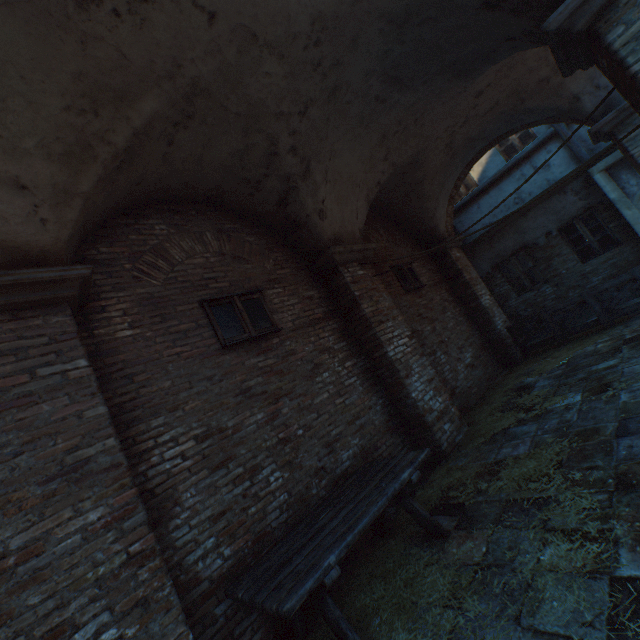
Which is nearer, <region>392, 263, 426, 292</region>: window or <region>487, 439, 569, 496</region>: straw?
<region>487, 439, 569, 496</region>: straw

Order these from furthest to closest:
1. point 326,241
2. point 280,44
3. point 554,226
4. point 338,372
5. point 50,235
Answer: point 554,226 → point 326,241 → point 338,372 → point 280,44 → point 50,235

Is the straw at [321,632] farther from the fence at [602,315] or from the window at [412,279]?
the fence at [602,315]

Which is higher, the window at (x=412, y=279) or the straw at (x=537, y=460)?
the window at (x=412, y=279)

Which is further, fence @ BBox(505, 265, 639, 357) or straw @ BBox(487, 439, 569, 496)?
fence @ BBox(505, 265, 639, 357)

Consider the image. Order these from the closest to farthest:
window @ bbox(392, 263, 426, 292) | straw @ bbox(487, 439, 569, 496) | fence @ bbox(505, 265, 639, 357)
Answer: straw @ bbox(487, 439, 569, 496), fence @ bbox(505, 265, 639, 357), window @ bbox(392, 263, 426, 292)

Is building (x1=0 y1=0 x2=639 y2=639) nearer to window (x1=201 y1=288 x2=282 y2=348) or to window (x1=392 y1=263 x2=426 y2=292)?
window (x1=201 y1=288 x2=282 y2=348)
